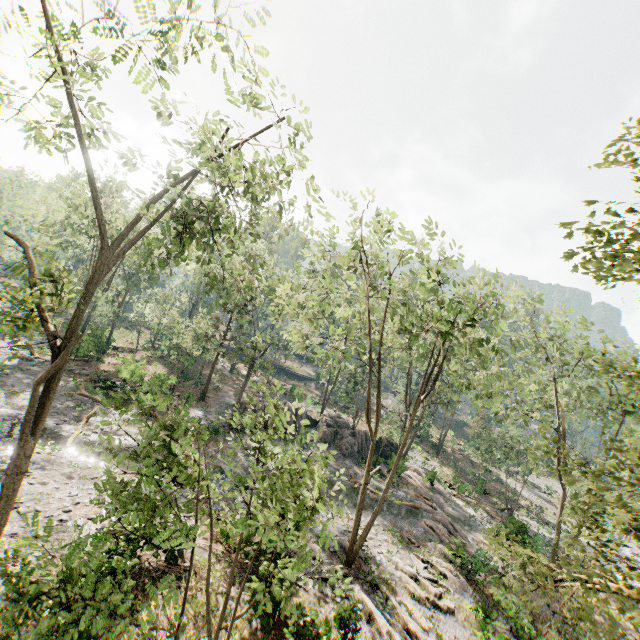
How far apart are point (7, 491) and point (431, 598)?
19.0m

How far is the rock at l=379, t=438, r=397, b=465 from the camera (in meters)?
31.38

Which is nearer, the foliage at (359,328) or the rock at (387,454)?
the foliage at (359,328)

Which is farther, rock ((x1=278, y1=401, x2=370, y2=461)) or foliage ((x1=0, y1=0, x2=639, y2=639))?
rock ((x1=278, y1=401, x2=370, y2=461))

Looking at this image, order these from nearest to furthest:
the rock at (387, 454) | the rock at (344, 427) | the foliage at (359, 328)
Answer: the foliage at (359, 328)
the rock at (387, 454)
the rock at (344, 427)

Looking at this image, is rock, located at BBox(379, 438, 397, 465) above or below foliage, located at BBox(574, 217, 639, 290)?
below

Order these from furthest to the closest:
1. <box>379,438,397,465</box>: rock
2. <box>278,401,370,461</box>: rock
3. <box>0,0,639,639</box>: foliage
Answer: <box>278,401,370,461</box>: rock, <box>379,438,397,465</box>: rock, <box>0,0,639,639</box>: foliage
